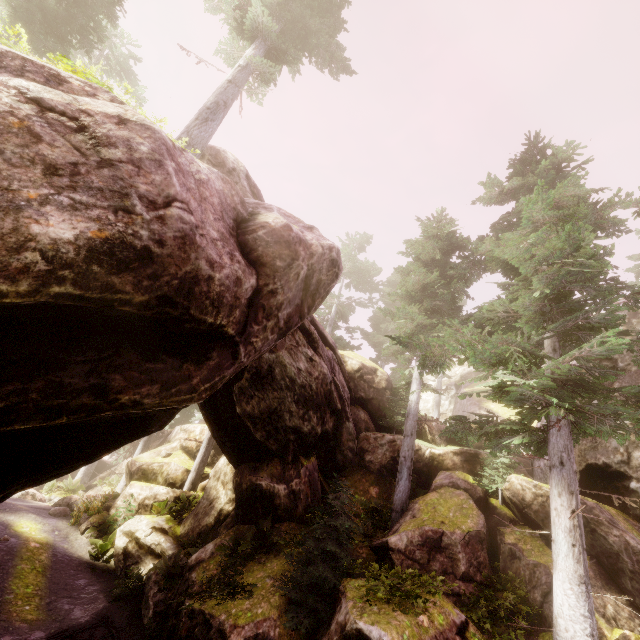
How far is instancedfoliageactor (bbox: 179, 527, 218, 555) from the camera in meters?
12.4 m

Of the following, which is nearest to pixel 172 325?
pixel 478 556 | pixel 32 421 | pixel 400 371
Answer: pixel 32 421

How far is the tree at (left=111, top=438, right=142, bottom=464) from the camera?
26.7m

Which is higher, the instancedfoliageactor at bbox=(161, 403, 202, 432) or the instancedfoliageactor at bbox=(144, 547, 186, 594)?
the instancedfoliageactor at bbox=(161, 403, 202, 432)

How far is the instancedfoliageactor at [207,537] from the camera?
12.39m

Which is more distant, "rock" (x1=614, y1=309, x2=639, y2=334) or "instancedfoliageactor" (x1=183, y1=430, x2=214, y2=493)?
"instancedfoliageactor" (x1=183, y1=430, x2=214, y2=493)

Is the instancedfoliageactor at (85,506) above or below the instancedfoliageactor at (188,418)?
below
